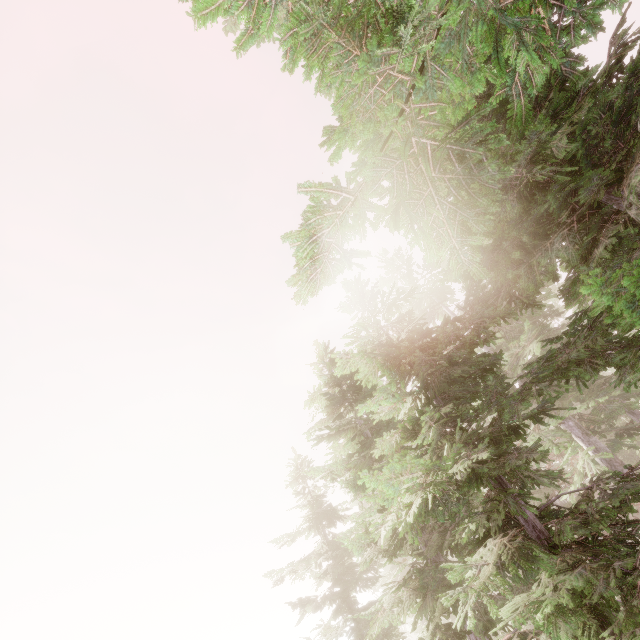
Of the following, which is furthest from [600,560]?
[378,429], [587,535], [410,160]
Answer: [378,429]
